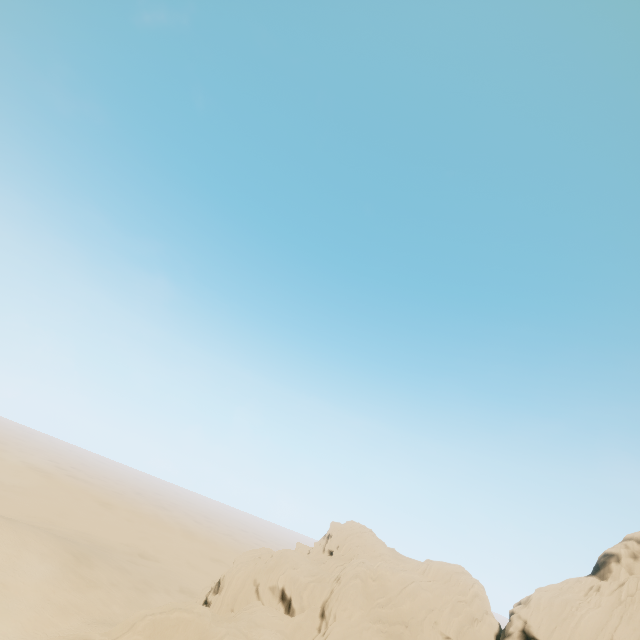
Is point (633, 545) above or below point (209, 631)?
above
